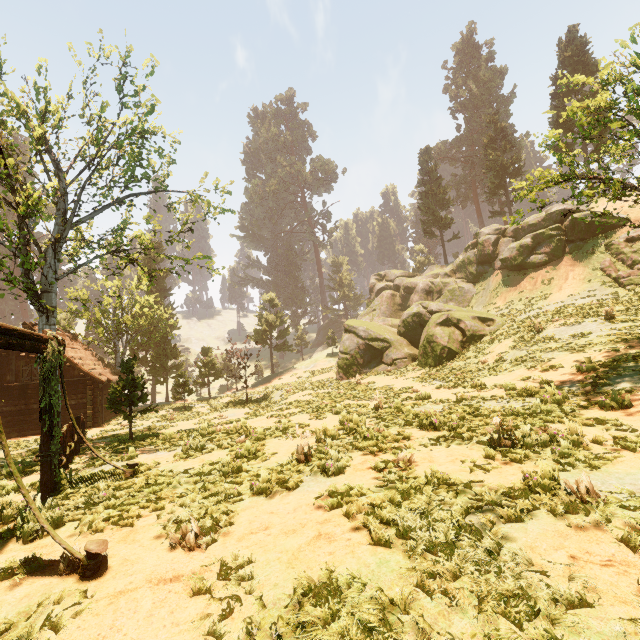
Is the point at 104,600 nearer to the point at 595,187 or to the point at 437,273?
the point at 595,187

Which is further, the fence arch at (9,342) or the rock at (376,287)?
the rock at (376,287)

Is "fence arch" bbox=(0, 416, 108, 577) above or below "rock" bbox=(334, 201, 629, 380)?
below

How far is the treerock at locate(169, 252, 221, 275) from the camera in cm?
1558

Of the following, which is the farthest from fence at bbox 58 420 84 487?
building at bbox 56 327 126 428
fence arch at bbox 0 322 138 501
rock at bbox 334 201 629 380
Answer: rock at bbox 334 201 629 380

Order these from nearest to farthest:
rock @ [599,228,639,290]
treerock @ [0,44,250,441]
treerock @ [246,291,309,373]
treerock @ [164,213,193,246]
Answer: treerock @ [0,44,250,441] < treerock @ [164,213,193,246] < rock @ [599,228,639,290] < treerock @ [246,291,309,373]

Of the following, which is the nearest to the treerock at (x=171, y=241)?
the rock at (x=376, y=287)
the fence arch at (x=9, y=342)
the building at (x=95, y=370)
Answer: the building at (x=95, y=370)

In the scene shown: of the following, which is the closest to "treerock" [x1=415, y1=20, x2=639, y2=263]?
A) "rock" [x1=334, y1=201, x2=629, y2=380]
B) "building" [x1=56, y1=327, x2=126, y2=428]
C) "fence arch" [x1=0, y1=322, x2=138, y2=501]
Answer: "building" [x1=56, y1=327, x2=126, y2=428]
